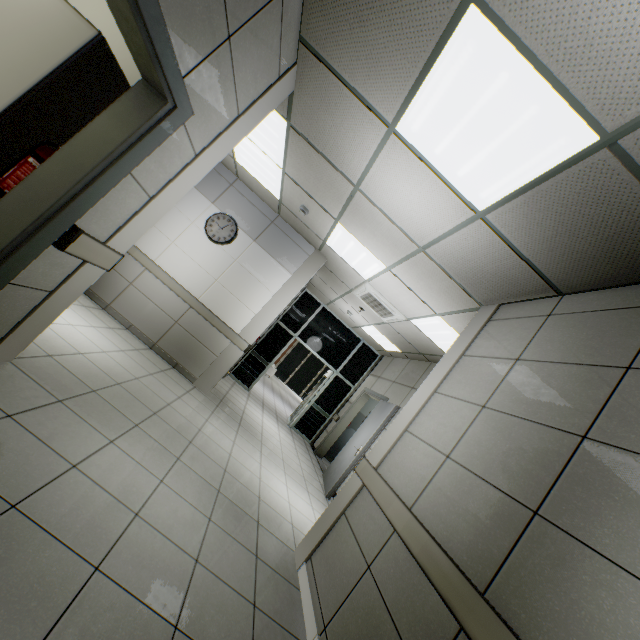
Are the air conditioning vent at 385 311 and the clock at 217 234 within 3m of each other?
yes

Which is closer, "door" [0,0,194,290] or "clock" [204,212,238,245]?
"door" [0,0,194,290]

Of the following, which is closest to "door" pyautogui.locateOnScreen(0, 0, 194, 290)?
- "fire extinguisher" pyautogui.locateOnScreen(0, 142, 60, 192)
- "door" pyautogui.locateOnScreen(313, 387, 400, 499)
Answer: "fire extinguisher" pyautogui.locateOnScreen(0, 142, 60, 192)

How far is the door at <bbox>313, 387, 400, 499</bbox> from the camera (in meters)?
5.68

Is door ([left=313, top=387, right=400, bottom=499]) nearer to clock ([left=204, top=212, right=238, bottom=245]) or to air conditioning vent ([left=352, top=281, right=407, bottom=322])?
air conditioning vent ([left=352, top=281, right=407, bottom=322])

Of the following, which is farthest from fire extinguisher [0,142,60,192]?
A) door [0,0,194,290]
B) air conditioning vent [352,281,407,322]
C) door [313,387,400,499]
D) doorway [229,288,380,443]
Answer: doorway [229,288,380,443]

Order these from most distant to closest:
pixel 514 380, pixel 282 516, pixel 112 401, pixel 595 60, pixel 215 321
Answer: pixel 215 321 < pixel 282 516 < pixel 112 401 < pixel 514 380 < pixel 595 60

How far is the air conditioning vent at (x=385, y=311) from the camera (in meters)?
5.62
